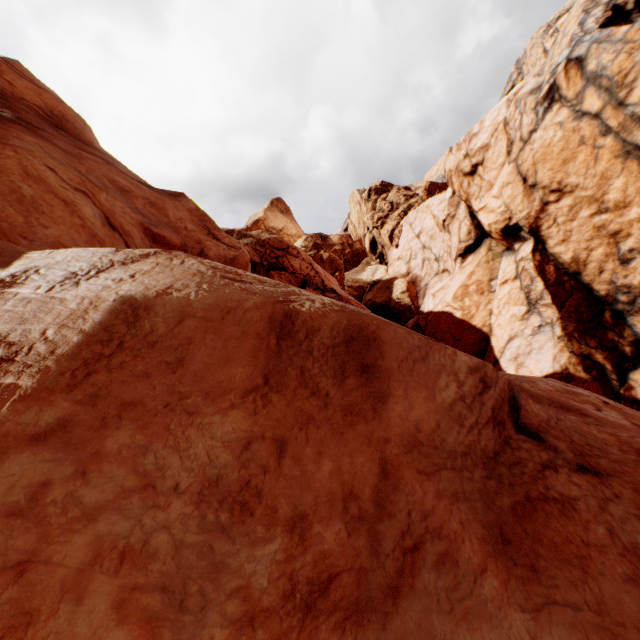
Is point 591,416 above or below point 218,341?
below
